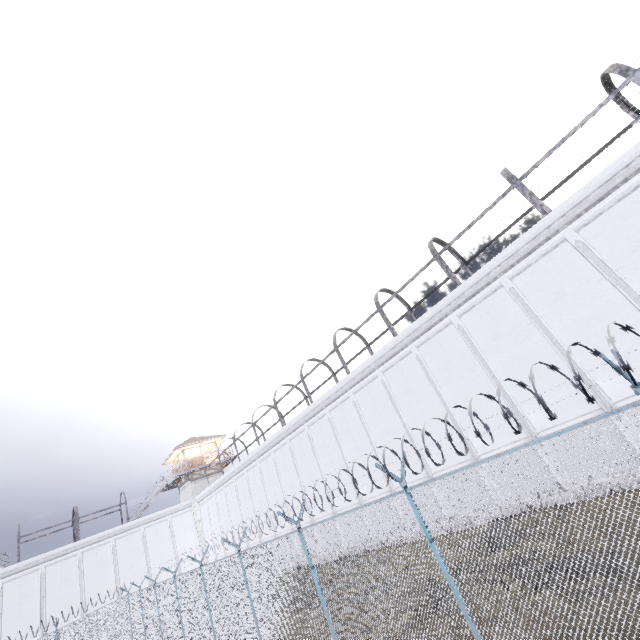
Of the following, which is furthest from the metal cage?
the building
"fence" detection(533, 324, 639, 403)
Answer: the building

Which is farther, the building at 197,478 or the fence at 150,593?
the building at 197,478

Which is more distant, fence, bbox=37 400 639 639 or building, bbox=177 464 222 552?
building, bbox=177 464 222 552

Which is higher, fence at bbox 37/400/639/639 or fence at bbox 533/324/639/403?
fence at bbox 533/324/639/403

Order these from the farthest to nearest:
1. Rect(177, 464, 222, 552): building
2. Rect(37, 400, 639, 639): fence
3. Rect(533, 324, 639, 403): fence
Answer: Rect(177, 464, 222, 552): building, Rect(37, 400, 639, 639): fence, Rect(533, 324, 639, 403): fence

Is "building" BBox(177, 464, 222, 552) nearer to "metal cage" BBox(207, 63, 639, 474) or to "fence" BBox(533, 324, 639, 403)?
"fence" BBox(533, 324, 639, 403)

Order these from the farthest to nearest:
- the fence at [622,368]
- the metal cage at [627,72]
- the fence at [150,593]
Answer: the metal cage at [627,72] → the fence at [150,593] → the fence at [622,368]

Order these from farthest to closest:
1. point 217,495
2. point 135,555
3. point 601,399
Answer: point 217,495 → point 135,555 → point 601,399
